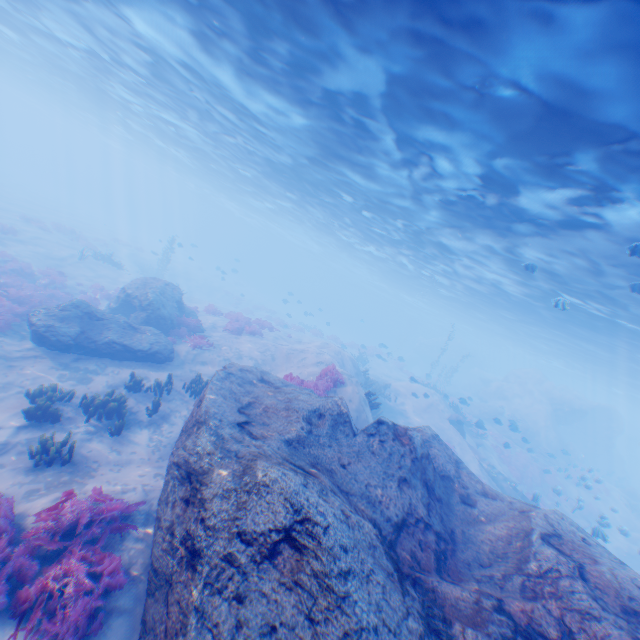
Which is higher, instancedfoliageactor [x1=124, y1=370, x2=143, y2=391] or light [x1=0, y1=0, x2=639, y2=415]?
light [x1=0, y1=0, x2=639, y2=415]

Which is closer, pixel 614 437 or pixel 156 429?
pixel 156 429

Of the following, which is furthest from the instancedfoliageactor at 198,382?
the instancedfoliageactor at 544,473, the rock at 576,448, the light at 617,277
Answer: the light at 617,277

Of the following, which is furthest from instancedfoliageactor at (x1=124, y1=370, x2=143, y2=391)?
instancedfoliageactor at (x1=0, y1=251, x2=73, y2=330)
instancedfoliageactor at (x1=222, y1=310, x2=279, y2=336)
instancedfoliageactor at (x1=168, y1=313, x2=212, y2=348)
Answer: instancedfoliageactor at (x1=0, y1=251, x2=73, y2=330)

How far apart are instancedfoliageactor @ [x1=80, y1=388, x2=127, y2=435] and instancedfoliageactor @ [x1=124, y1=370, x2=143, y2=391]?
1.42m

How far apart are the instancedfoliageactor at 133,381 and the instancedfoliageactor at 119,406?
1.42m

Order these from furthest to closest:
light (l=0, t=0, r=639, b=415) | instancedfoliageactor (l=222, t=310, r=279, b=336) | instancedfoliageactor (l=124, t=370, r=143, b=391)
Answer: instancedfoliageactor (l=222, t=310, r=279, b=336) → instancedfoliageactor (l=124, t=370, r=143, b=391) → light (l=0, t=0, r=639, b=415)

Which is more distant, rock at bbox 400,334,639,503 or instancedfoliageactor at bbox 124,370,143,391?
rock at bbox 400,334,639,503
